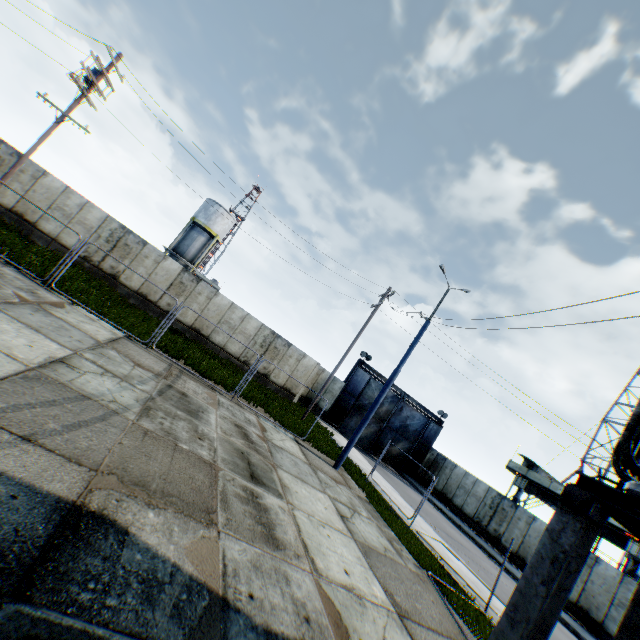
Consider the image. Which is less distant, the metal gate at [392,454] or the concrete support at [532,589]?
the concrete support at [532,589]

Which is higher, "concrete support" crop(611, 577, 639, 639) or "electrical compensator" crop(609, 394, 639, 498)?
"electrical compensator" crop(609, 394, 639, 498)

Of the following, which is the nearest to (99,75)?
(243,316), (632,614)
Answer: (243,316)

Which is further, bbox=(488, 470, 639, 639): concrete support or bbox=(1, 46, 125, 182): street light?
bbox=(1, 46, 125, 182): street light

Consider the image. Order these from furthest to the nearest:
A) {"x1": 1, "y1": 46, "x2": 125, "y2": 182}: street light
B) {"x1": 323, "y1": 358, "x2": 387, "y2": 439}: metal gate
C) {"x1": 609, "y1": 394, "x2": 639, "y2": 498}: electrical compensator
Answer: {"x1": 323, "y1": 358, "x2": 387, "y2": 439}: metal gate
{"x1": 1, "y1": 46, "x2": 125, "y2": 182}: street light
{"x1": 609, "y1": 394, "x2": 639, "y2": 498}: electrical compensator

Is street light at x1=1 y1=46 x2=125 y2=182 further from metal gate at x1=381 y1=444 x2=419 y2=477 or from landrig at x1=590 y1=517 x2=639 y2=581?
landrig at x1=590 y1=517 x2=639 y2=581

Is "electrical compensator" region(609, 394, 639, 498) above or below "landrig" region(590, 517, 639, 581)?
below

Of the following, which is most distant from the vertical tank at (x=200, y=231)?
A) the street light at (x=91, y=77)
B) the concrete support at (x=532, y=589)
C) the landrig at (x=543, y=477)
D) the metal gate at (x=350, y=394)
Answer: the landrig at (x=543, y=477)
